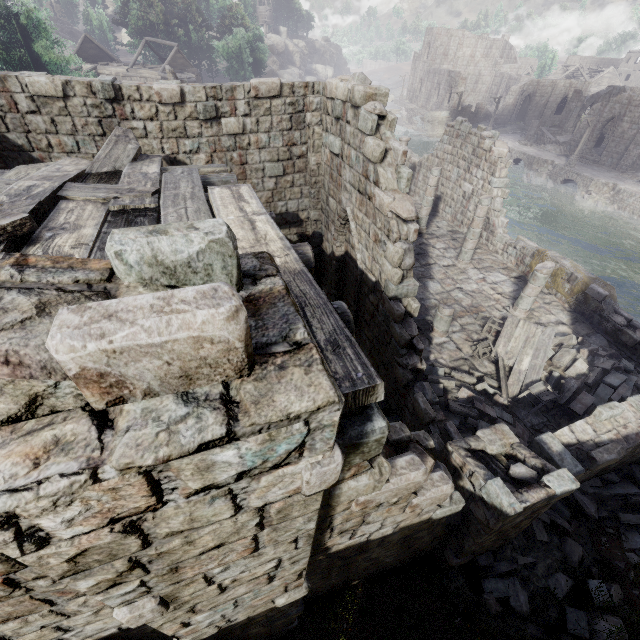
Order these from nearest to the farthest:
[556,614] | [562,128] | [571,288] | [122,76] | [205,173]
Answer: [556,614], [205,173], [571,288], [122,76], [562,128]

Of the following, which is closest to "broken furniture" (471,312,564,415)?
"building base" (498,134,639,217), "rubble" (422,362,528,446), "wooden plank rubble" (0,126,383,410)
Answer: "rubble" (422,362,528,446)

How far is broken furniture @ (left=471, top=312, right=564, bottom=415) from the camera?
9.2 meters

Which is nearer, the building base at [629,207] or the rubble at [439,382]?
the rubble at [439,382]

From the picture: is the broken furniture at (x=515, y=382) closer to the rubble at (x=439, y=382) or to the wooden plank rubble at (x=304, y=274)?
the rubble at (x=439, y=382)

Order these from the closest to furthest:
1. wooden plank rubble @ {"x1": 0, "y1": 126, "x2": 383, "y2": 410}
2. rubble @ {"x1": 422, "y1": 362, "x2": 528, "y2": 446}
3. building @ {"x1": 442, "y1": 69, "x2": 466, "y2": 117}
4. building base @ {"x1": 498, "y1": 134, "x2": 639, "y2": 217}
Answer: wooden plank rubble @ {"x1": 0, "y1": 126, "x2": 383, "y2": 410} < rubble @ {"x1": 422, "y1": 362, "x2": 528, "y2": 446} < building base @ {"x1": 498, "y1": 134, "x2": 639, "y2": 217} < building @ {"x1": 442, "y1": 69, "x2": 466, "y2": 117}

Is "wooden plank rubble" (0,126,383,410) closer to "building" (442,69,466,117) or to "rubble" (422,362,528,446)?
"building" (442,69,466,117)

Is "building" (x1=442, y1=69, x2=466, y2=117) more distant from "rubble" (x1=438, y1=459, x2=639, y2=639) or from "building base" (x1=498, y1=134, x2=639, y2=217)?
"building base" (x1=498, y1=134, x2=639, y2=217)
